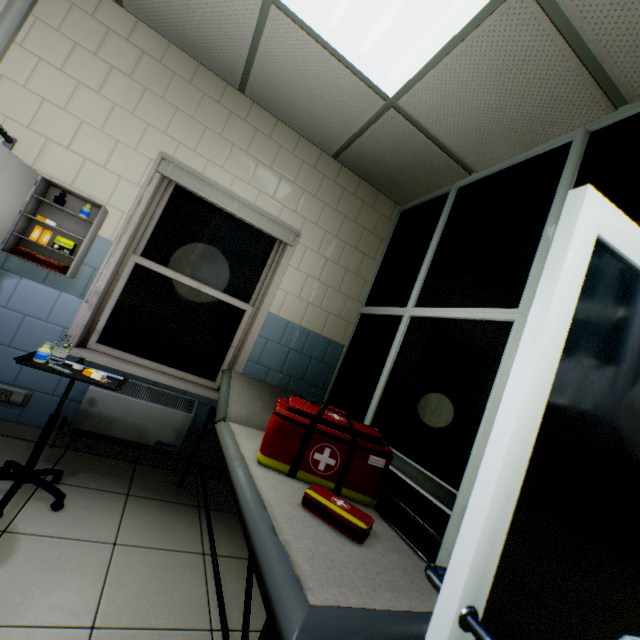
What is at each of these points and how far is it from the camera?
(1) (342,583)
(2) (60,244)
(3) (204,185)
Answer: (1) couch, 1.0m
(2) box, 2.3m
(3) blinds, 2.7m

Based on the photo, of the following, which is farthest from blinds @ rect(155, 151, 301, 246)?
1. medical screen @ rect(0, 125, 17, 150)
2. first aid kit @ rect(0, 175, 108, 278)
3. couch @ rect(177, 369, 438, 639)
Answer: couch @ rect(177, 369, 438, 639)

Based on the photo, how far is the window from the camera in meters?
2.7 m

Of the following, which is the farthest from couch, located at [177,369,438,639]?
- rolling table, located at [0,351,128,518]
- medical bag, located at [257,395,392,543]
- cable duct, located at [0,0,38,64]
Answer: cable duct, located at [0,0,38,64]

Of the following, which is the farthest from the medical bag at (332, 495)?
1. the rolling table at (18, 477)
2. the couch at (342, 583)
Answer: the rolling table at (18, 477)

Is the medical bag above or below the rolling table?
above

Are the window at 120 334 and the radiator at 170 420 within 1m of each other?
yes

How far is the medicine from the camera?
1.8m
